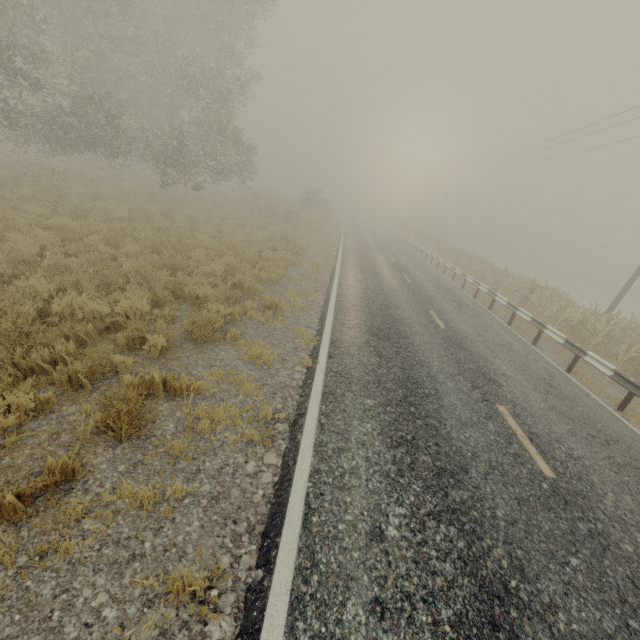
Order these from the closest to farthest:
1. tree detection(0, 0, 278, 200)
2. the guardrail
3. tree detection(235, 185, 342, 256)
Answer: the guardrail, tree detection(0, 0, 278, 200), tree detection(235, 185, 342, 256)

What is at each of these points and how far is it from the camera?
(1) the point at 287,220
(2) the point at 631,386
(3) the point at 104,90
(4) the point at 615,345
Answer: (1) tree, 25.45m
(2) guardrail, 7.79m
(3) tree, 16.84m
(4) tree, 12.52m

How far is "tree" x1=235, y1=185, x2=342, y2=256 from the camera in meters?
24.6

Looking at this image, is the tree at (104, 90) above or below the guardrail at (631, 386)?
above

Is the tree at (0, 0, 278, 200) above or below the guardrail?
above

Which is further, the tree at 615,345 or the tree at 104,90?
the tree at 104,90

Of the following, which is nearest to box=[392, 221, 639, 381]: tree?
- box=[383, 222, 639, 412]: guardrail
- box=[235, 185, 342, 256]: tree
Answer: box=[235, 185, 342, 256]: tree

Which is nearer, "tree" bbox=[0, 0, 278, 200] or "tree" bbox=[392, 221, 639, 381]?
"tree" bbox=[392, 221, 639, 381]
